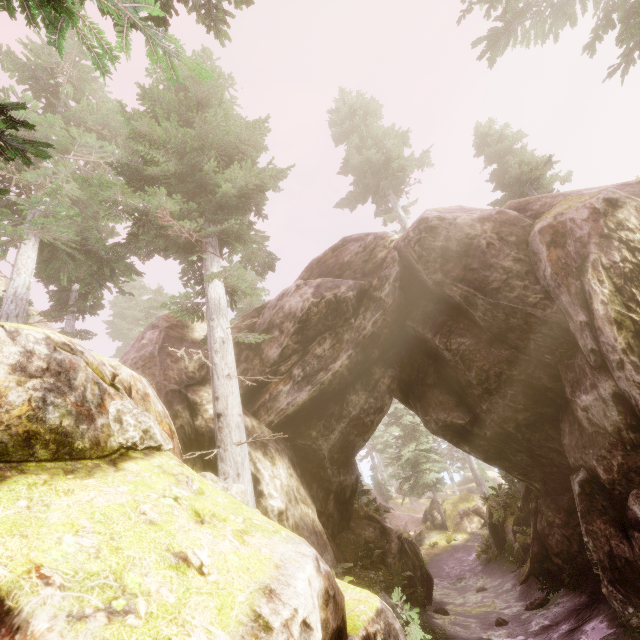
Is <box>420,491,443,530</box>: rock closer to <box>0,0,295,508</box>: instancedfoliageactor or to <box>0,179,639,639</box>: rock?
<box>0,0,295,508</box>: instancedfoliageactor

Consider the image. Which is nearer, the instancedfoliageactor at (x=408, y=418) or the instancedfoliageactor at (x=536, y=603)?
the instancedfoliageactor at (x=536, y=603)

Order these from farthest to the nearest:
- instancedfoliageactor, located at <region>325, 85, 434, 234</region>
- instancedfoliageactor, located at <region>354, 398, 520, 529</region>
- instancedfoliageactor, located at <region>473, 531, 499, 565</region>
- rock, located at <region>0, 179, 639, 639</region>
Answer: instancedfoliageactor, located at <region>325, 85, 434, 234</region> < instancedfoliageactor, located at <region>354, 398, 520, 529</region> < instancedfoliageactor, located at <region>473, 531, 499, 565</region> < rock, located at <region>0, 179, 639, 639</region>

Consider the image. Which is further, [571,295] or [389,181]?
[389,181]

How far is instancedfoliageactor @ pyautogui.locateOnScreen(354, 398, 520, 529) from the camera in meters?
21.0

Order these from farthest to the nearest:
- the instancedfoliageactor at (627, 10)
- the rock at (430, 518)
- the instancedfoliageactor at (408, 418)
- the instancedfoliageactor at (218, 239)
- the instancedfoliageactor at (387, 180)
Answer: the rock at (430, 518)
the instancedfoliageactor at (387, 180)
the instancedfoliageactor at (408, 418)
the instancedfoliageactor at (627, 10)
the instancedfoliageactor at (218, 239)

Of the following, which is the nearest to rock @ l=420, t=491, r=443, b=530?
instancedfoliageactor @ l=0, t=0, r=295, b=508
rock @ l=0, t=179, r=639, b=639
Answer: instancedfoliageactor @ l=0, t=0, r=295, b=508
